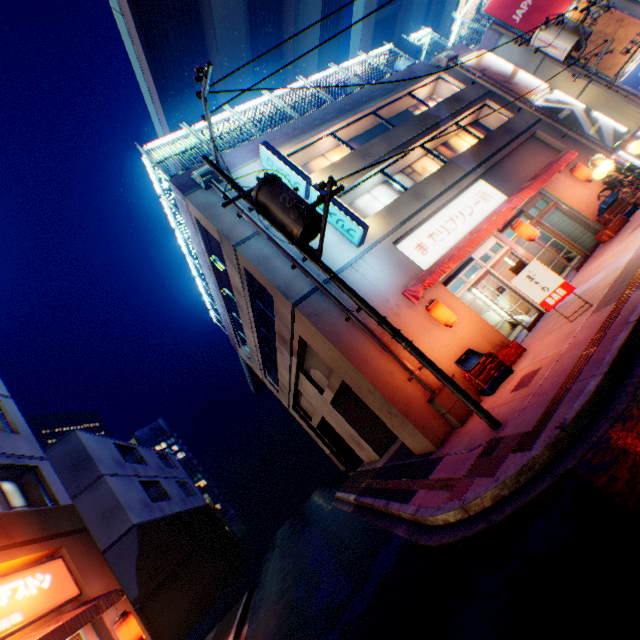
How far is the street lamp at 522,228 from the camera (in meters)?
11.47

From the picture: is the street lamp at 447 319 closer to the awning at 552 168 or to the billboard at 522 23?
the awning at 552 168

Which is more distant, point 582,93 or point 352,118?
point 582,93

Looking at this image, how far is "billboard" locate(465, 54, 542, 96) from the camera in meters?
17.0 m

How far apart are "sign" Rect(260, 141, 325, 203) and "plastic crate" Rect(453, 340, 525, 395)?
7.6 meters

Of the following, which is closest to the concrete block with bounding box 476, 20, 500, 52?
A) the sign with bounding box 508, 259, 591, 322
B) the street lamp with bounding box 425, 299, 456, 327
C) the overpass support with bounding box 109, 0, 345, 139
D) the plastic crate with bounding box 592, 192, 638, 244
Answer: the overpass support with bounding box 109, 0, 345, 139

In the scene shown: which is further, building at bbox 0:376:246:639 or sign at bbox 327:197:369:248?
sign at bbox 327:197:369:248

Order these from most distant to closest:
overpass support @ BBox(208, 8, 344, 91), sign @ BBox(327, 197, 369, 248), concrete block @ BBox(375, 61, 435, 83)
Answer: overpass support @ BBox(208, 8, 344, 91)
concrete block @ BBox(375, 61, 435, 83)
sign @ BBox(327, 197, 369, 248)
